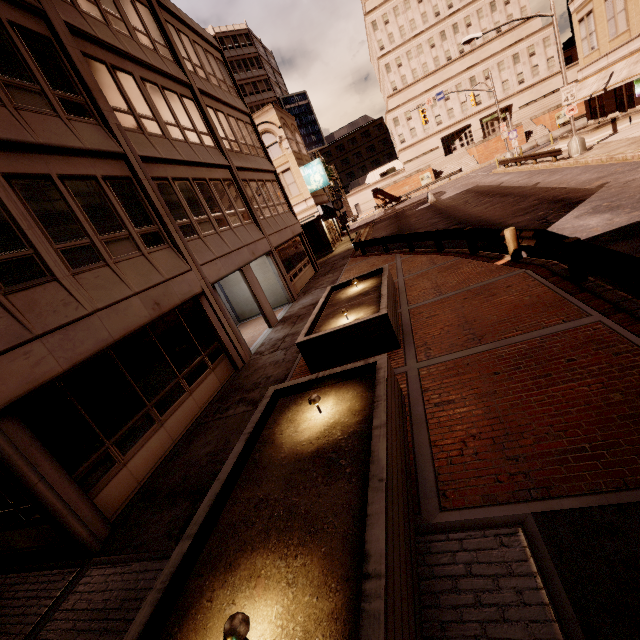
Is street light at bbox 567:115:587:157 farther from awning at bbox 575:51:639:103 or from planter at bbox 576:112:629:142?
planter at bbox 576:112:629:142

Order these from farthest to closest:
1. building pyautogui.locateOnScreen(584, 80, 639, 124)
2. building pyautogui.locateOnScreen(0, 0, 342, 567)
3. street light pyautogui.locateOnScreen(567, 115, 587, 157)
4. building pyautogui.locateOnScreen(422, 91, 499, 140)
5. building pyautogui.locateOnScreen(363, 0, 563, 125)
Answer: building pyautogui.locateOnScreen(422, 91, 499, 140)
building pyautogui.locateOnScreen(363, 0, 563, 125)
building pyautogui.locateOnScreen(584, 80, 639, 124)
street light pyautogui.locateOnScreen(567, 115, 587, 157)
building pyautogui.locateOnScreen(0, 0, 342, 567)

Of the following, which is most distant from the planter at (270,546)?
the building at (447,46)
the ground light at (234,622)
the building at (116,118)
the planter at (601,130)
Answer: the building at (447,46)

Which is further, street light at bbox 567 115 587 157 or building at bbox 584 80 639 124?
building at bbox 584 80 639 124

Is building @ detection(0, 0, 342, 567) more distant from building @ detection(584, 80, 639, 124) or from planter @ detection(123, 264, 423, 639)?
building @ detection(584, 80, 639, 124)

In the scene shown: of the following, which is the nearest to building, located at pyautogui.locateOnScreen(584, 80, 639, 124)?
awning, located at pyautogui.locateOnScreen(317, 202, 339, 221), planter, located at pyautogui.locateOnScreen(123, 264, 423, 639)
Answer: planter, located at pyautogui.locateOnScreen(123, 264, 423, 639)

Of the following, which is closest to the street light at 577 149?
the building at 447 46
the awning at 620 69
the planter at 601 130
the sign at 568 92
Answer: the sign at 568 92

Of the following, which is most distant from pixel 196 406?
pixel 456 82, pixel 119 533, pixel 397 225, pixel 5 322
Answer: pixel 456 82
